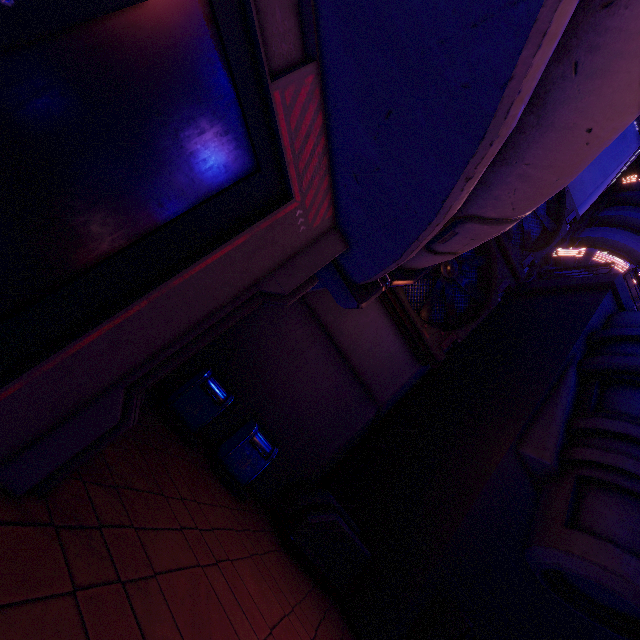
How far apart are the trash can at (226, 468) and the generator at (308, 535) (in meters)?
1.09

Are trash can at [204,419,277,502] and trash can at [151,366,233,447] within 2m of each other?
yes

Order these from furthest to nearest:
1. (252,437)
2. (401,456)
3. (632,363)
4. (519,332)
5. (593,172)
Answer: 1. (593,172)
2. (519,332)
3. (401,456)
4. (632,363)
5. (252,437)

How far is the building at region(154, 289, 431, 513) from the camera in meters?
7.9 m

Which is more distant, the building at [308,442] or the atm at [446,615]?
the building at [308,442]

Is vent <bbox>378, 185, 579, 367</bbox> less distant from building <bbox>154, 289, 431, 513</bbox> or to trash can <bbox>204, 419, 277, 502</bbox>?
building <bbox>154, 289, 431, 513</bbox>

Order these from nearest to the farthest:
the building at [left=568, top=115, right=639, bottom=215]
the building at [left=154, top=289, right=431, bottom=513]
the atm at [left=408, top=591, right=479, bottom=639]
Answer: the atm at [left=408, top=591, right=479, bottom=639]
the building at [left=154, top=289, right=431, bottom=513]
the building at [left=568, top=115, right=639, bottom=215]

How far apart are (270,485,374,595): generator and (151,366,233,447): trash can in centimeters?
263cm
